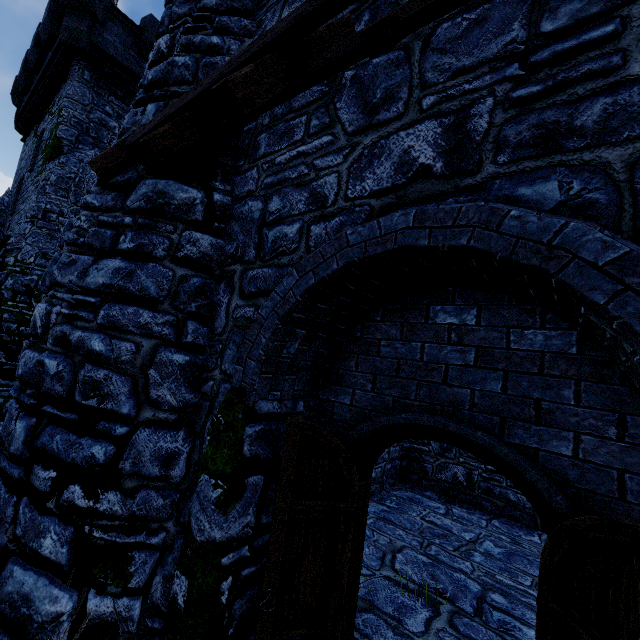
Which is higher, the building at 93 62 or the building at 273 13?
the building at 93 62

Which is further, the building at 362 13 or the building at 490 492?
the building at 490 492

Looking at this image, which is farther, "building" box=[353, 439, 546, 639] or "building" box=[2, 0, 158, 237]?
"building" box=[2, 0, 158, 237]

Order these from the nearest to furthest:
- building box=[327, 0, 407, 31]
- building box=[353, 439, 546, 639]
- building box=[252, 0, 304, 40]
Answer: building box=[327, 0, 407, 31] → building box=[252, 0, 304, 40] → building box=[353, 439, 546, 639]

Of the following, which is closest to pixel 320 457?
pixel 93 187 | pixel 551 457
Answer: pixel 551 457

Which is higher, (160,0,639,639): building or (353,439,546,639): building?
(160,0,639,639): building
